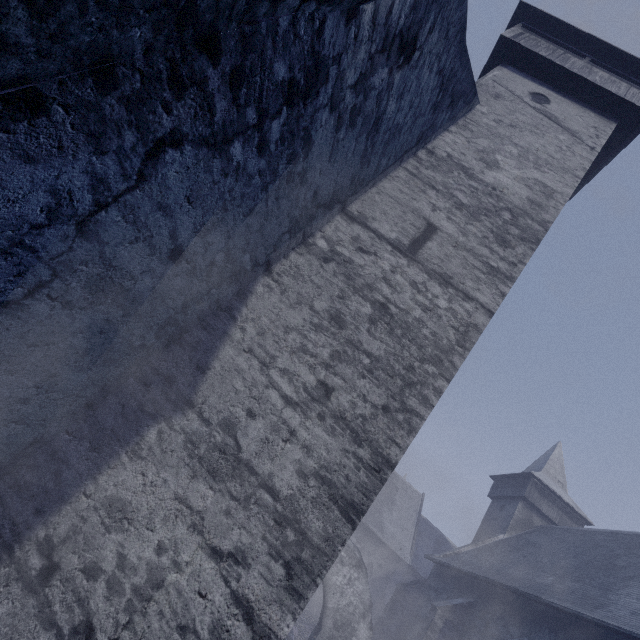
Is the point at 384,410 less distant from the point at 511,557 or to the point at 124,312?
the point at 124,312

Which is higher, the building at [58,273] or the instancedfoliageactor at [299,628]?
the building at [58,273]

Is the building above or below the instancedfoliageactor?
above

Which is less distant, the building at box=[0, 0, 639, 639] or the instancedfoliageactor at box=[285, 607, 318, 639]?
the building at box=[0, 0, 639, 639]

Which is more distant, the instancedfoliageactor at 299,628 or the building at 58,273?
the instancedfoliageactor at 299,628
